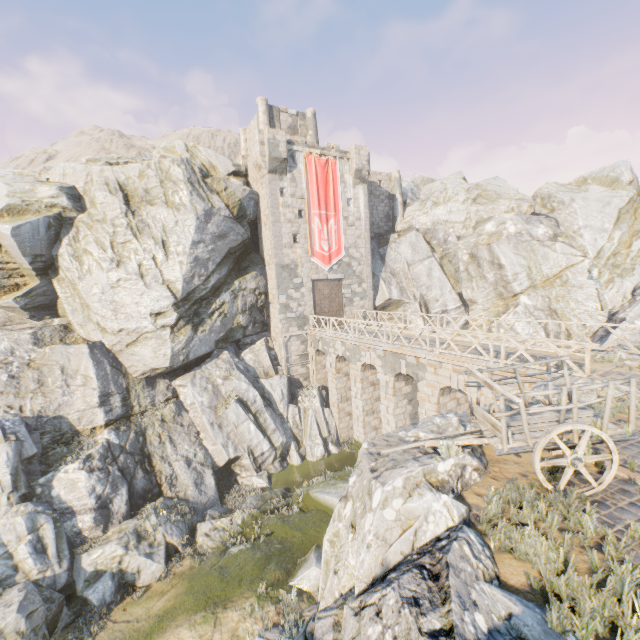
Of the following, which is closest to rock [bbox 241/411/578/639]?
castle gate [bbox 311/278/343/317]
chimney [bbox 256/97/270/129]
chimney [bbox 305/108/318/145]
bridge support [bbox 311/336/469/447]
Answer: bridge support [bbox 311/336/469/447]

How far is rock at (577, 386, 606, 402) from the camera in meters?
8.3 m

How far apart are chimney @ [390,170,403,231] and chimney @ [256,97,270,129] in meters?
11.9 m

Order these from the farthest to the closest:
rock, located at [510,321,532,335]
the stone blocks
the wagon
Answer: rock, located at [510,321,532,335], the stone blocks, the wagon

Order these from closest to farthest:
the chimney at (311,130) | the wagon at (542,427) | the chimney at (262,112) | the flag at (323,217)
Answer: the wagon at (542,427) → the flag at (323,217) → the chimney at (262,112) → the chimney at (311,130)

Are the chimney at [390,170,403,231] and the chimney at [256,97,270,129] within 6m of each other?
no

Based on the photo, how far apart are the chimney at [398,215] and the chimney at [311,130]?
7.3 meters

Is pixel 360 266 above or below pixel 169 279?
above
